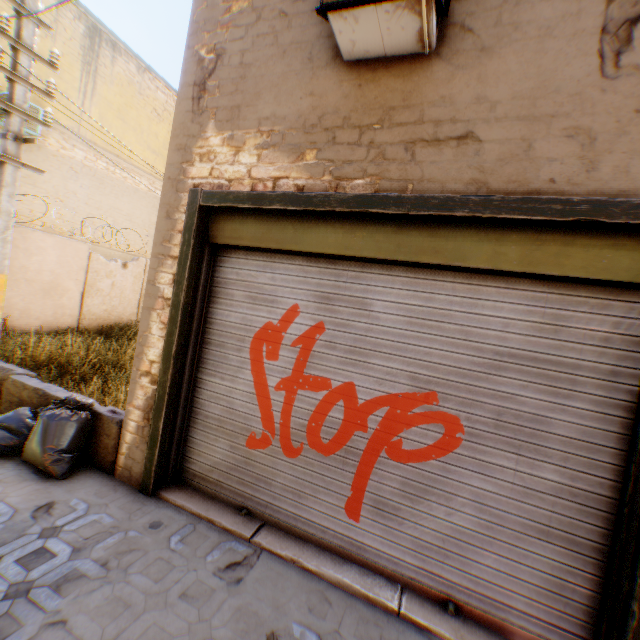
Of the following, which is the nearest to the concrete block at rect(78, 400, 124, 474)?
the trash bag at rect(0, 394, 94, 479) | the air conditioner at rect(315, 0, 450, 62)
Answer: the trash bag at rect(0, 394, 94, 479)

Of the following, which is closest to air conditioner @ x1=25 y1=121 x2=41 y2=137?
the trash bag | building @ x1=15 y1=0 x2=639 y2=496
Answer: building @ x1=15 y1=0 x2=639 y2=496

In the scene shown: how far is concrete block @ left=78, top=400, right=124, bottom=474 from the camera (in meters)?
3.77

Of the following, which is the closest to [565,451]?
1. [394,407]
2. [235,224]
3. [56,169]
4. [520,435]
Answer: [520,435]

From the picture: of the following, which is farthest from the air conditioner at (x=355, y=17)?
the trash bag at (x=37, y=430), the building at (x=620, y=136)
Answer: the trash bag at (x=37, y=430)

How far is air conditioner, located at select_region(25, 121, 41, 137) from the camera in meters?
9.4 m

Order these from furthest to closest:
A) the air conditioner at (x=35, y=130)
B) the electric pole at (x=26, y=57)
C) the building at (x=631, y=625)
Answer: the air conditioner at (x=35, y=130) < the electric pole at (x=26, y=57) < the building at (x=631, y=625)
